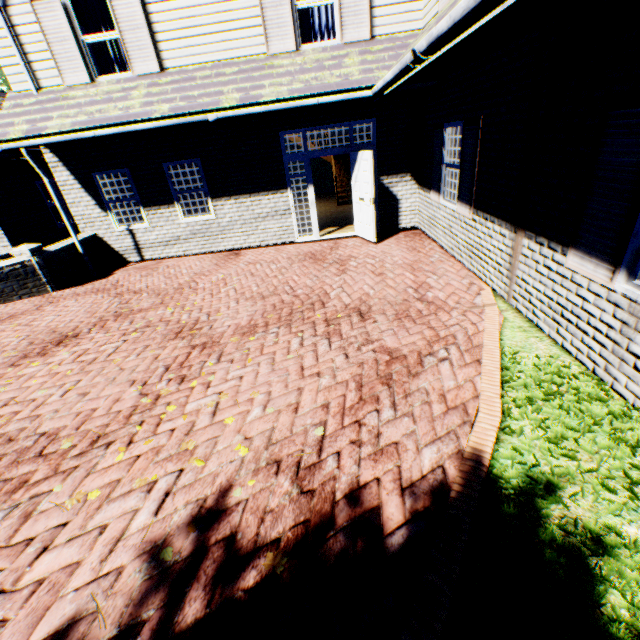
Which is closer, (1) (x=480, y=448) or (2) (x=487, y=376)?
(1) (x=480, y=448)

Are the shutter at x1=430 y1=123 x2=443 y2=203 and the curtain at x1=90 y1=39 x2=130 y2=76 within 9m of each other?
yes

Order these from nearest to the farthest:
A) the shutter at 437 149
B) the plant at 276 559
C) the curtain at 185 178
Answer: the plant at 276 559 < the shutter at 437 149 < the curtain at 185 178

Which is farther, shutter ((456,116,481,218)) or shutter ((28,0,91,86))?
shutter ((28,0,91,86))

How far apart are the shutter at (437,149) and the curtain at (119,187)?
8.4m

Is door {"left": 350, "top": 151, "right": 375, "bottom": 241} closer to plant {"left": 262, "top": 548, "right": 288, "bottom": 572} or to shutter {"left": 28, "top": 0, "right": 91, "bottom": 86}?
shutter {"left": 28, "top": 0, "right": 91, "bottom": 86}

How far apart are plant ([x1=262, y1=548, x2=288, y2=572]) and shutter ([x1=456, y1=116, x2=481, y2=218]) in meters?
5.9 m

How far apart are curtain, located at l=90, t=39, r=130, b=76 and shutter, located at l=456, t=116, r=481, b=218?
7.43m
